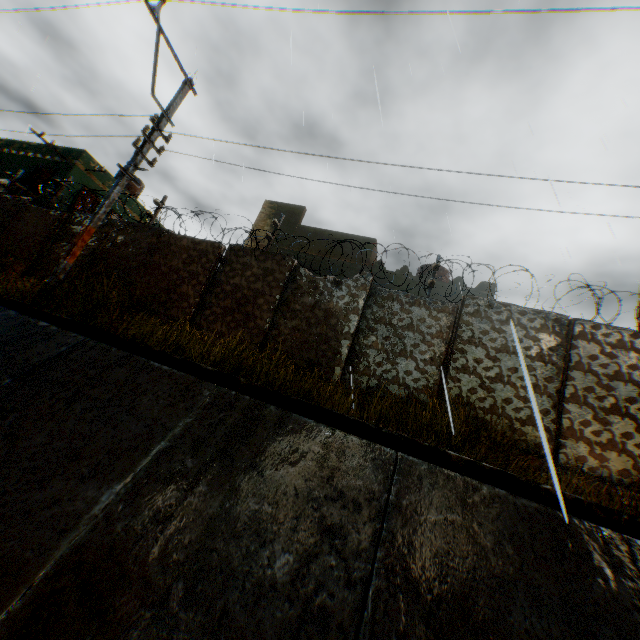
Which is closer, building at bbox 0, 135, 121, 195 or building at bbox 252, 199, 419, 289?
building at bbox 252, 199, 419, 289

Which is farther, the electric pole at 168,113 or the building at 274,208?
the building at 274,208

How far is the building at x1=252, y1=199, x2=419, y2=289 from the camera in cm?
1279

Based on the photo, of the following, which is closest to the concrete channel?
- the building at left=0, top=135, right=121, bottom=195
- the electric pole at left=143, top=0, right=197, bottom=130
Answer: the building at left=0, top=135, right=121, bottom=195

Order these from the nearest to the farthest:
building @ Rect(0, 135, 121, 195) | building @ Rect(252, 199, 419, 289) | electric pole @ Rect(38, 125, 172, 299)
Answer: electric pole @ Rect(38, 125, 172, 299) < building @ Rect(252, 199, 419, 289) < building @ Rect(0, 135, 121, 195)

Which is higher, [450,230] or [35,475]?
[450,230]

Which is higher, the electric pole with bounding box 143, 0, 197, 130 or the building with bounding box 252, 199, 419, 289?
the building with bounding box 252, 199, 419, 289

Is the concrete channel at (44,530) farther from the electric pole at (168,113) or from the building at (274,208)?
the electric pole at (168,113)
